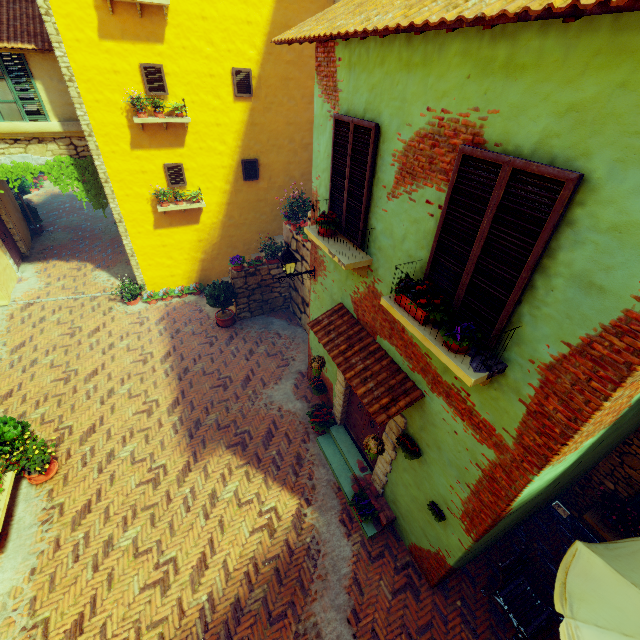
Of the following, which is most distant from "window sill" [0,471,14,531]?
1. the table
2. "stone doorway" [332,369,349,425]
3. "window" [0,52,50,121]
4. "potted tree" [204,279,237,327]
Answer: the table

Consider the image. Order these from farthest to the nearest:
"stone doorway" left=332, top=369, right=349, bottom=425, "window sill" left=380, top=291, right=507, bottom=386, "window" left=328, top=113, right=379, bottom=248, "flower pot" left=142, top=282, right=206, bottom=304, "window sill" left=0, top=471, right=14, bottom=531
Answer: "flower pot" left=142, top=282, right=206, bottom=304, "stone doorway" left=332, top=369, right=349, bottom=425, "window sill" left=0, top=471, right=14, bottom=531, "window" left=328, top=113, right=379, bottom=248, "window sill" left=380, top=291, right=507, bottom=386

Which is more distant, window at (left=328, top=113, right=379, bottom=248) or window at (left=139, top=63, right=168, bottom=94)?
window at (left=139, top=63, right=168, bottom=94)

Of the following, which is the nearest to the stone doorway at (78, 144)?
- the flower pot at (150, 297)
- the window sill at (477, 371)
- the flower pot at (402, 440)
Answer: the flower pot at (150, 297)

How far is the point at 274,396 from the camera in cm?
900

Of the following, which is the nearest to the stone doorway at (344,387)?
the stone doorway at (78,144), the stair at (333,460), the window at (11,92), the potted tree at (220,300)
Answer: the stair at (333,460)

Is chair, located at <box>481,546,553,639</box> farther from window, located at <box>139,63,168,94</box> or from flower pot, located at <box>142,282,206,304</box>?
flower pot, located at <box>142,282,206,304</box>

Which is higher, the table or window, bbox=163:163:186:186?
window, bbox=163:163:186:186
